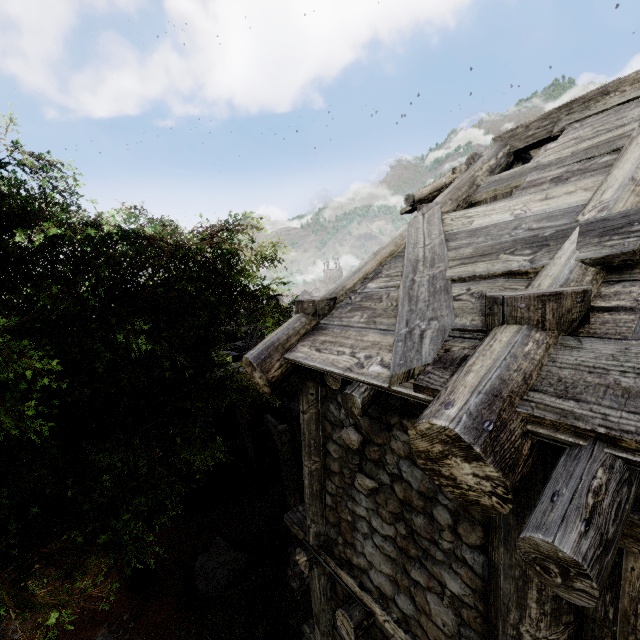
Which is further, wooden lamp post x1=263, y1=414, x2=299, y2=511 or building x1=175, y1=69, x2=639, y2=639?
wooden lamp post x1=263, y1=414, x2=299, y2=511

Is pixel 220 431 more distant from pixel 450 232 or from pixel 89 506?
pixel 450 232

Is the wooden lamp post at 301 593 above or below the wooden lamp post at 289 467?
below

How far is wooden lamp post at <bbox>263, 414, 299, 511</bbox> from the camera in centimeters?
837cm

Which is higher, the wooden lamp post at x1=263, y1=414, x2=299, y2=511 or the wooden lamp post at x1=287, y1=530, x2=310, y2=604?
the wooden lamp post at x1=263, y1=414, x2=299, y2=511

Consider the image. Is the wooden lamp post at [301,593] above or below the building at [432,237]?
below
